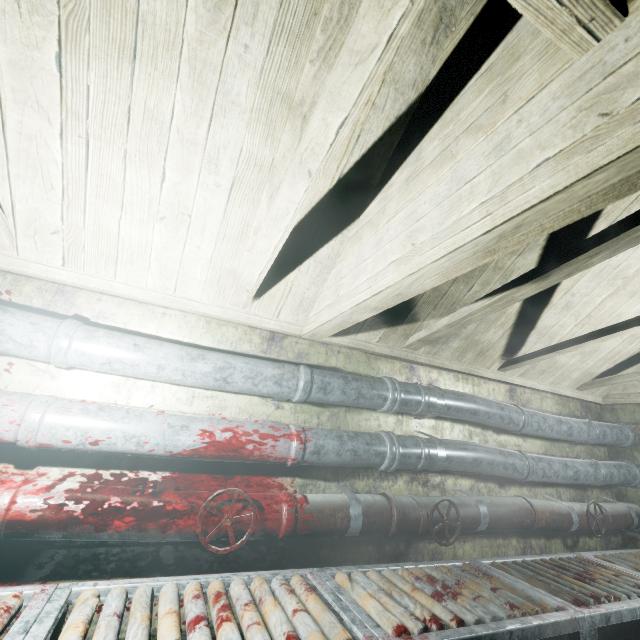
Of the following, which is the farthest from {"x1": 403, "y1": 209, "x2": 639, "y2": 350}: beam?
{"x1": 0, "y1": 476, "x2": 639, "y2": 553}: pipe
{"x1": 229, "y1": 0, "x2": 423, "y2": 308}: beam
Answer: {"x1": 0, "y1": 476, "x2": 639, "y2": 553}: pipe

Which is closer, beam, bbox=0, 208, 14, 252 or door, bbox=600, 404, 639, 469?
beam, bbox=0, 208, 14, 252

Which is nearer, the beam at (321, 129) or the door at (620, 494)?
the beam at (321, 129)

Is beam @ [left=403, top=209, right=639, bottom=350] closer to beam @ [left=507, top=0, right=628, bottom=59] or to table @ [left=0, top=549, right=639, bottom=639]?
beam @ [left=507, top=0, right=628, bottom=59]

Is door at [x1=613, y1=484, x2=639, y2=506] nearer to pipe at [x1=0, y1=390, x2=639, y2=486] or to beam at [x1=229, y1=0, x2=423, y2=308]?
pipe at [x1=0, y1=390, x2=639, y2=486]

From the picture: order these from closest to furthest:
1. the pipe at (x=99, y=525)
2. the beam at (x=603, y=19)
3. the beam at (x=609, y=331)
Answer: the beam at (x=603, y=19) < the pipe at (x=99, y=525) < the beam at (x=609, y=331)

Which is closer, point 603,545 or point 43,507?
point 43,507

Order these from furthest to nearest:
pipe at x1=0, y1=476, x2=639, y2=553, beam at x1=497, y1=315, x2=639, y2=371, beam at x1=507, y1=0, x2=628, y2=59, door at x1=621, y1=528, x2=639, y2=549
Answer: door at x1=621, y1=528, x2=639, y2=549 → beam at x1=497, y1=315, x2=639, y2=371 → pipe at x1=0, y1=476, x2=639, y2=553 → beam at x1=507, y1=0, x2=628, y2=59
